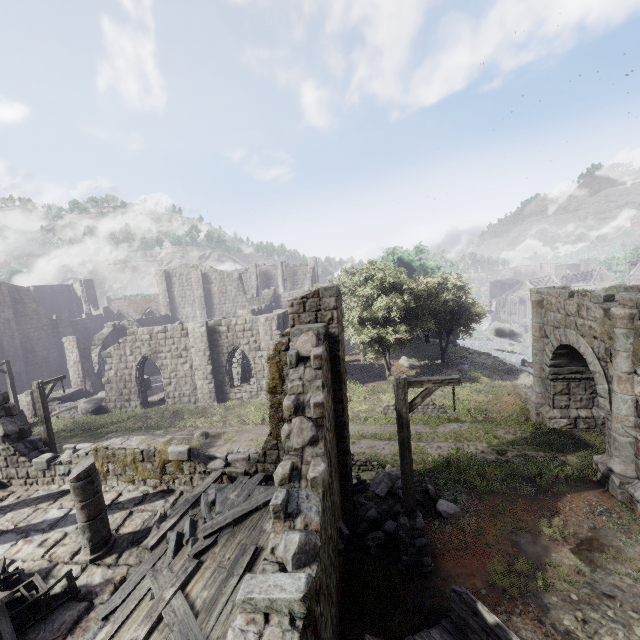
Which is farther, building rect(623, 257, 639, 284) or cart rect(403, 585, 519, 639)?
building rect(623, 257, 639, 284)

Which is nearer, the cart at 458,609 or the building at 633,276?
the cart at 458,609

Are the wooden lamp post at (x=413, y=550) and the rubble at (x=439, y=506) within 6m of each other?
yes

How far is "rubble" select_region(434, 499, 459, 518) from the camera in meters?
9.5 m

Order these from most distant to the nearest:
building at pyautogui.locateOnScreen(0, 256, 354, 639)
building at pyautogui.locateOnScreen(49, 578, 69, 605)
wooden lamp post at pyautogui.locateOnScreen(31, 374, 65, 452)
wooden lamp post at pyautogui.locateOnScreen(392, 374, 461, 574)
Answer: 1. wooden lamp post at pyautogui.locateOnScreen(31, 374, 65, 452)
2. wooden lamp post at pyautogui.locateOnScreen(392, 374, 461, 574)
3. building at pyautogui.locateOnScreen(49, 578, 69, 605)
4. building at pyautogui.locateOnScreen(0, 256, 354, 639)

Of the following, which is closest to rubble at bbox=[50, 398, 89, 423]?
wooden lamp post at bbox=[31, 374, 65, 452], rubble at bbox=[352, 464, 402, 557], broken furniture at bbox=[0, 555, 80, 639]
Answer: wooden lamp post at bbox=[31, 374, 65, 452]

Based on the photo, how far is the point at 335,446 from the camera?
8.1m
